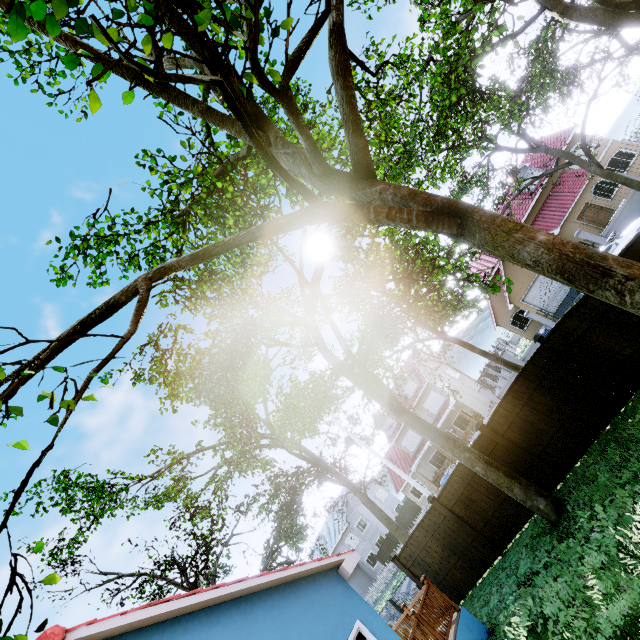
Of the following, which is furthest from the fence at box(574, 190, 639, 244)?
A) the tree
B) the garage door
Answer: A: the garage door

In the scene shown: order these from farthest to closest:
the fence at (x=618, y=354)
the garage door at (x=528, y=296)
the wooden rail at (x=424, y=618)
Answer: the garage door at (x=528, y=296) → the wooden rail at (x=424, y=618) → the fence at (x=618, y=354)

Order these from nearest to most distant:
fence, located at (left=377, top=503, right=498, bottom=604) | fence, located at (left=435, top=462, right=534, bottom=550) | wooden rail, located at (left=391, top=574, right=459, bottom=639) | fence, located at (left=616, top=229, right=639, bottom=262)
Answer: fence, located at (left=616, top=229, right=639, bottom=262)
wooden rail, located at (left=391, top=574, right=459, bottom=639)
fence, located at (left=435, top=462, right=534, bottom=550)
fence, located at (left=377, top=503, right=498, bottom=604)

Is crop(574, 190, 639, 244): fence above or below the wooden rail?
below

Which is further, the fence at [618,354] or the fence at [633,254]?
the fence at [618,354]

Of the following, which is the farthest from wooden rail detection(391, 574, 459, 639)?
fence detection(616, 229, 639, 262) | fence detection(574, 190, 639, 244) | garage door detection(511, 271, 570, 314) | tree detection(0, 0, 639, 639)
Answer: garage door detection(511, 271, 570, 314)

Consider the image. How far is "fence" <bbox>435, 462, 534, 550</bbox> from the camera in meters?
10.1

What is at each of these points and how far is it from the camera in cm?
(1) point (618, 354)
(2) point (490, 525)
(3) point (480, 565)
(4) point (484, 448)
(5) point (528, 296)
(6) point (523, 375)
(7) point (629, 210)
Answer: (1) fence, 789
(2) fence, 1052
(3) fence, 1083
(4) fence, 1038
(5) garage door, 2636
(6) fence, 959
(7) fence, 1956
